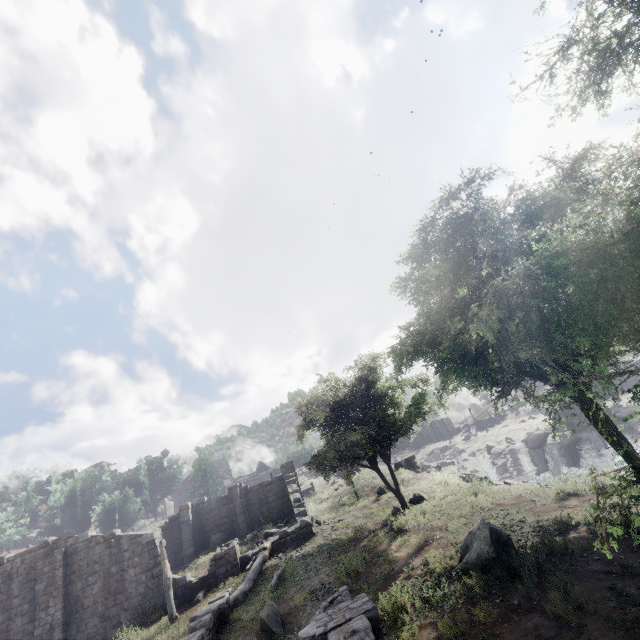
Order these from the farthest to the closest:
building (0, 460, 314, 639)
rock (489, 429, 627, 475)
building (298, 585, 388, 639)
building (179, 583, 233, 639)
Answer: rock (489, 429, 627, 475), building (0, 460, 314, 639), building (179, 583, 233, 639), building (298, 585, 388, 639)

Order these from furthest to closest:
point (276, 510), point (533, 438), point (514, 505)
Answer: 1. point (533, 438)
2. point (276, 510)
3. point (514, 505)

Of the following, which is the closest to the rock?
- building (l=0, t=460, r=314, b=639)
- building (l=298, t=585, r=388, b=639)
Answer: building (l=0, t=460, r=314, b=639)

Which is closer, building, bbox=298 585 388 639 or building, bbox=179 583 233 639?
building, bbox=298 585 388 639

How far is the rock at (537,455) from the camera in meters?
34.4

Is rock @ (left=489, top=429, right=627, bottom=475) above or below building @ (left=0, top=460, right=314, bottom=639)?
below

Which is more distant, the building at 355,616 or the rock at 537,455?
the rock at 537,455

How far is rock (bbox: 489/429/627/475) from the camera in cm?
3438
